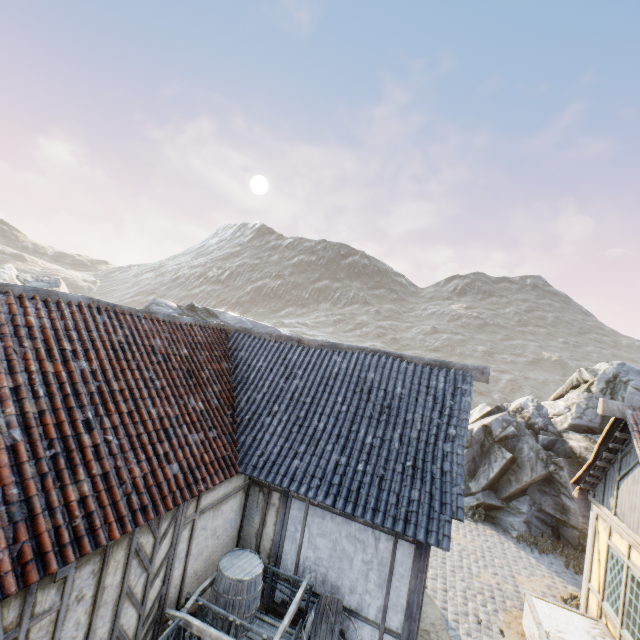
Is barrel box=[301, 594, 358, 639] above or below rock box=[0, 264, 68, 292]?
below

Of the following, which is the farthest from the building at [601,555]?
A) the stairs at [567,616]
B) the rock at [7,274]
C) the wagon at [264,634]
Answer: the wagon at [264,634]

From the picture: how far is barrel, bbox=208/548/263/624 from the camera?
6.1m

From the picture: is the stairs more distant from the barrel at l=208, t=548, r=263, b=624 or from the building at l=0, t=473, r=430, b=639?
the barrel at l=208, t=548, r=263, b=624

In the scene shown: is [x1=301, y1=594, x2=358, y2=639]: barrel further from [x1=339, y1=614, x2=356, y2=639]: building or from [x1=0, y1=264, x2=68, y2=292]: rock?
[x1=0, y1=264, x2=68, y2=292]: rock

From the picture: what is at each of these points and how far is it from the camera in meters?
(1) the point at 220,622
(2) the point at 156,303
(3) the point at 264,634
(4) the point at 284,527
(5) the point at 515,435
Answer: (1) barrel, 6.1 m
(2) rock, 24.8 m
(3) wagon, 5.4 m
(4) building, 7.3 m
(5) rock, 14.5 m

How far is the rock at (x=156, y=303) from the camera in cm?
2470

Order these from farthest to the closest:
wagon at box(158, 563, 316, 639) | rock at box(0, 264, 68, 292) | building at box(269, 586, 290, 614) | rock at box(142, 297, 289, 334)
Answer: rock at box(142, 297, 289, 334) → rock at box(0, 264, 68, 292) → building at box(269, 586, 290, 614) → wagon at box(158, 563, 316, 639)
